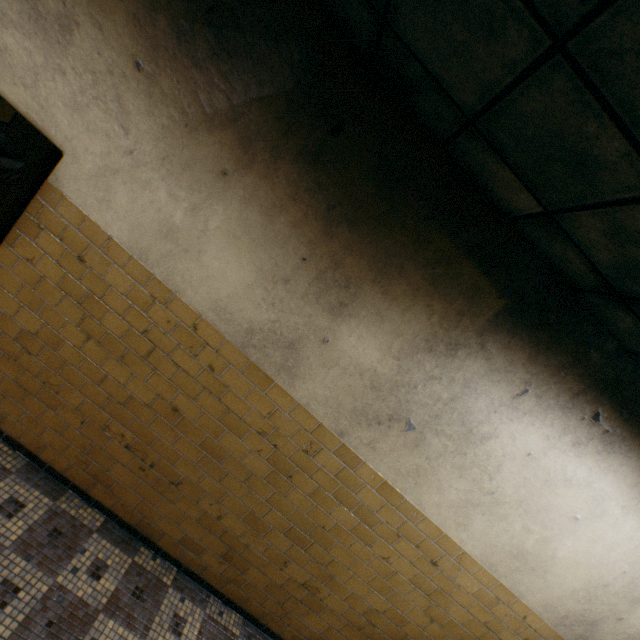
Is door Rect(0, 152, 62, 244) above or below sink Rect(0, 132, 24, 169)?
above

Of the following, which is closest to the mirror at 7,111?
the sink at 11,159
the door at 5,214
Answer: the sink at 11,159

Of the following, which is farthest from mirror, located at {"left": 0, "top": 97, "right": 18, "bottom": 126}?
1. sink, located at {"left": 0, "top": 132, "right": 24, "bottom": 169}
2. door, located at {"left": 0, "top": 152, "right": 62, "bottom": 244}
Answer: door, located at {"left": 0, "top": 152, "right": 62, "bottom": 244}

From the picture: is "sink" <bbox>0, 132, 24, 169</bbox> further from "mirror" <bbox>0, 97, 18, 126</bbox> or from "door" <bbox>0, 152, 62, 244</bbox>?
"door" <bbox>0, 152, 62, 244</bbox>

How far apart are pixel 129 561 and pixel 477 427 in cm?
310

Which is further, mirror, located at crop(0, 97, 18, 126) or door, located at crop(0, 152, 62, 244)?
mirror, located at crop(0, 97, 18, 126)

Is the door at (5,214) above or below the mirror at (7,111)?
above

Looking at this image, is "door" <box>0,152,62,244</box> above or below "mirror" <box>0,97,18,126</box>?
above
